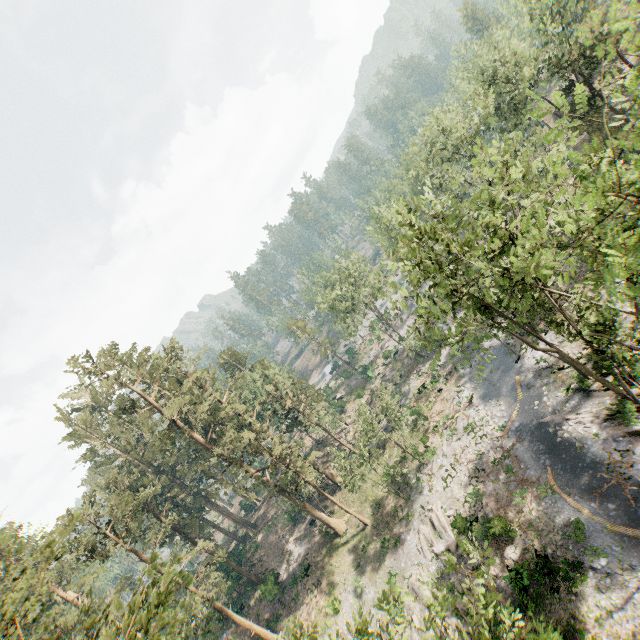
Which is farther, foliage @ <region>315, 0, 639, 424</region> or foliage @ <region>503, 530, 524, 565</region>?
foliage @ <region>503, 530, 524, 565</region>

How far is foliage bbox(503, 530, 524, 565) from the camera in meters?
21.4

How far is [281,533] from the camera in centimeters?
4453cm

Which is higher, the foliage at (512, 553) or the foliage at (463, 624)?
the foliage at (463, 624)

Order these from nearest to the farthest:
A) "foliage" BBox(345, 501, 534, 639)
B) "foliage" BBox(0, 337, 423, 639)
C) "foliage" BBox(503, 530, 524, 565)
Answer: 1. "foliage" BBox(0, 337, 423, 639)
2. "foliage" BBox(345, 501, 534, 639)
3. "foliage" BBox(503, 530, 524, 565)

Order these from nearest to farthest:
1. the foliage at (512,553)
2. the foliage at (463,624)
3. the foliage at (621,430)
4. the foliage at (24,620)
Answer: the foliage at (24,620) < the foliage at (463,624) < the foliage at (621,430) < the foliage at (512,553)
